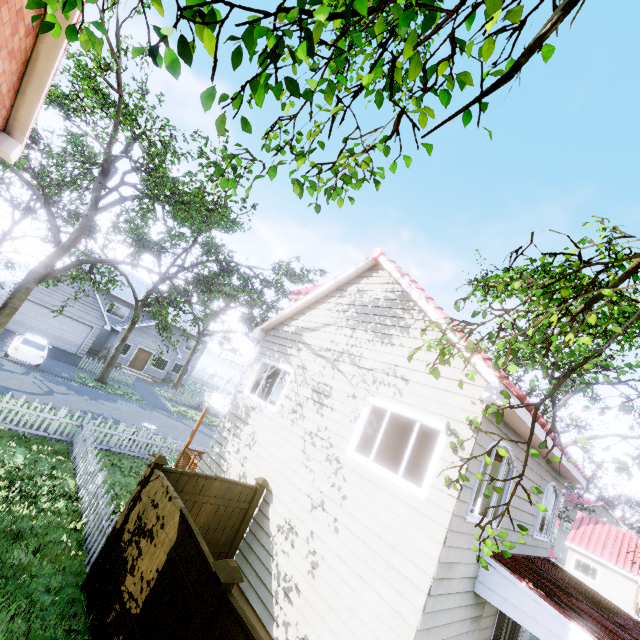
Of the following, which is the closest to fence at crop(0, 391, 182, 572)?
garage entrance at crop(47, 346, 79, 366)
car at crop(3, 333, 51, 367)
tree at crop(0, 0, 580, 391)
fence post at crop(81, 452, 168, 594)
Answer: fence post at crop(81, 452, 168, 594)

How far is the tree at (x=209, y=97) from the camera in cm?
210

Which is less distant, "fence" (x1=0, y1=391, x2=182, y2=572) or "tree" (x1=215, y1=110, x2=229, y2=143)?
"tree" (x1=215, y1=110, x2=229, y2=143)

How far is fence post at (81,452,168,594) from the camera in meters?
5.9

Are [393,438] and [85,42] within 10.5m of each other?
yes

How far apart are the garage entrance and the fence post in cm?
2276

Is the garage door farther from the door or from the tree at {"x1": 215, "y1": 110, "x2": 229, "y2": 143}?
the door
